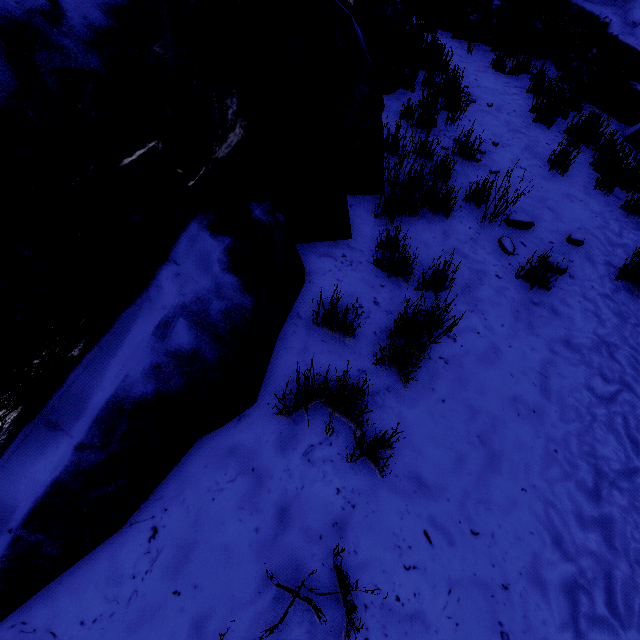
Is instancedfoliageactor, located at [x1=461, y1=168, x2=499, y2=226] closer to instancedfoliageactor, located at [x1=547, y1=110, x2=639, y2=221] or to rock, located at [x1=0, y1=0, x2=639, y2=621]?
rock, located at [x1=0, y1=0, x2=639, y2=621]

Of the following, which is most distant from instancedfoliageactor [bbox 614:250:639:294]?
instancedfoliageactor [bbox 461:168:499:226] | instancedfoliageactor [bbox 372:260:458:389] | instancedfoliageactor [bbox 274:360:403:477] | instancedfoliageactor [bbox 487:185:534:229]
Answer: instancedfoliageactor [bbox 274:360:403:477]

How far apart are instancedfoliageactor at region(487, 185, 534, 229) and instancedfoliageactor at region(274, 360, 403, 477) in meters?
1.6 m

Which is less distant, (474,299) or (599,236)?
(474,299)

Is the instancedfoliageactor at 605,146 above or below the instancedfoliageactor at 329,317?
above

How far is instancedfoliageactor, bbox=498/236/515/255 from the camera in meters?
3.3

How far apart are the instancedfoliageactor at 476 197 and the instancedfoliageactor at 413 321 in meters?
1.2

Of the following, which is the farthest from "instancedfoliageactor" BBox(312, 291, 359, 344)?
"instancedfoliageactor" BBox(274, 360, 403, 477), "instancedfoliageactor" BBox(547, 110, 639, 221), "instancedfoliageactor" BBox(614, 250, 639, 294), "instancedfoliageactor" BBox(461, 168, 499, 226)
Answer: "instancedfoliageactor" BBox(547, 110, 639, 221)
